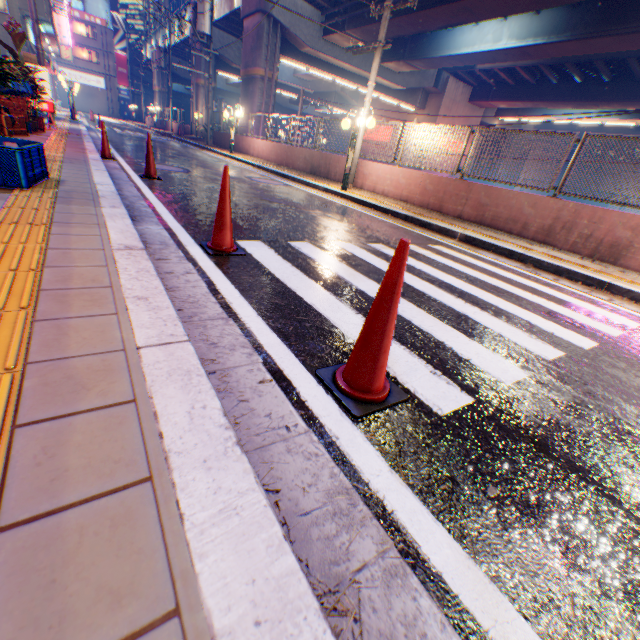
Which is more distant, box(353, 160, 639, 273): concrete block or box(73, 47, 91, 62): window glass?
box(73, 47, 91, 62): window glass

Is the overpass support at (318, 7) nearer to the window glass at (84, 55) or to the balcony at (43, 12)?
the window glass at (84, 55)

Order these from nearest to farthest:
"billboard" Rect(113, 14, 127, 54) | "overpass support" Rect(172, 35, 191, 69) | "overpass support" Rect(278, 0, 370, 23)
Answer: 1. "overpass support" Rect(278, 0, 370, 23)
2. "overpass support" Rect(172, 35, 191, 69)
3. "billboard" Rect(113, 14, 127, 54)

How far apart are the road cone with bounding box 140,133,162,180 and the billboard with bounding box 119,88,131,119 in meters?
64.3 m

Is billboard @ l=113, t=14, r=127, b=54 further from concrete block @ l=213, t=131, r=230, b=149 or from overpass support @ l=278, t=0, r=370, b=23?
concrete block @ l=213, t=131, r=230, b=149

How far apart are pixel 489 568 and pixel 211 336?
1.7m

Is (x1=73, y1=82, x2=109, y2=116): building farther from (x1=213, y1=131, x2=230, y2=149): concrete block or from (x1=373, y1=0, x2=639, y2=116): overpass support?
(x1=213, y1=131, x2=230, y2=149): concrete block

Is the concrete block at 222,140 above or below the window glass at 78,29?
below
